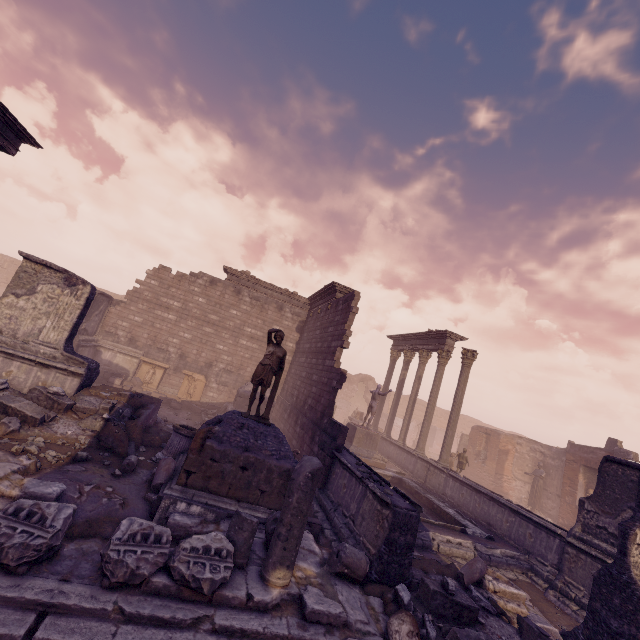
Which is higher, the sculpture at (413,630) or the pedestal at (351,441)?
the pedestal at (351,441)

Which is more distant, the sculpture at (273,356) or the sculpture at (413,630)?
the sculpture at (273,356)

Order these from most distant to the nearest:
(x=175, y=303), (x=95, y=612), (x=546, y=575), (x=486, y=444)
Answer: (x=486, y=444) → (x=175, y=303) → (x=546, y=575) → (x=95, y=612)

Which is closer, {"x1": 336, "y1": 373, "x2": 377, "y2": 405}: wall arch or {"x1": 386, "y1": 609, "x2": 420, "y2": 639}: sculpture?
{"x1": 386, "y1": 609, "x2": 420, "y2": 639}: sculpture

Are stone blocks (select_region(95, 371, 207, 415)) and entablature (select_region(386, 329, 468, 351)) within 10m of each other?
no

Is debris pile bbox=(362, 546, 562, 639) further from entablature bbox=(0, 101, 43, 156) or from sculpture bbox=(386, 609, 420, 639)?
entablature bbox=(0, 101, 43, 156)

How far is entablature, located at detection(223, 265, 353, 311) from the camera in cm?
1572

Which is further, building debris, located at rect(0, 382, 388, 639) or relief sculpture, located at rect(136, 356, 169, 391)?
relief sculpture, located at rect(136, 356, 169, 391)
